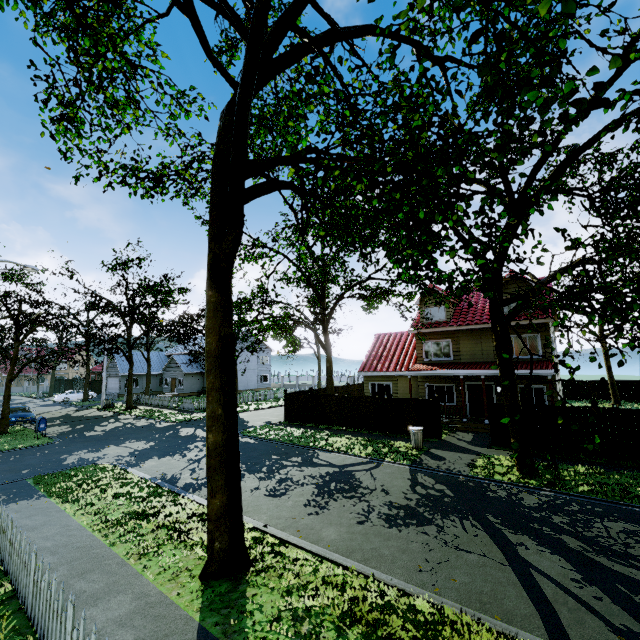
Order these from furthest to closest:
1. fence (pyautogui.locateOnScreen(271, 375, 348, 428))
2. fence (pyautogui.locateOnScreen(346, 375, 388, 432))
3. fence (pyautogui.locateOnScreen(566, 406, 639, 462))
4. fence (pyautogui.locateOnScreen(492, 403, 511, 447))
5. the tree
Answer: fence (pyautogui.locateOnScreen(271, 375, 348, 428))
fence (pyautogui.locateOnScreen(346, 375, 388, 432))
fence (pyautogui.locateOnScreen(492, 403, 511, 447))
fence (pyautogui.locateOnScreen(566, 406, 639, 462))
the tree

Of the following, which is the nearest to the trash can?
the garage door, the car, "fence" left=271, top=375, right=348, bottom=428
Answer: "fence" left=271, top=375, right=348, bottom=428

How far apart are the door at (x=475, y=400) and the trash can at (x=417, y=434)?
6.9 meters

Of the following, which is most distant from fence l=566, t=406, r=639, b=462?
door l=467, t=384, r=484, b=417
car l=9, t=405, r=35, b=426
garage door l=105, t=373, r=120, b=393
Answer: garage door l=105, t=373, r=120, b=393

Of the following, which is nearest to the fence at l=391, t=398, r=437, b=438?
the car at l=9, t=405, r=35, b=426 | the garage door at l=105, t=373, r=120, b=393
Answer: the car at l=9, t=405, r=35, b=426

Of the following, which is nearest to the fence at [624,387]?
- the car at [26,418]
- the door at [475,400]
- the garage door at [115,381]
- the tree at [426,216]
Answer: the tree at [426,216]

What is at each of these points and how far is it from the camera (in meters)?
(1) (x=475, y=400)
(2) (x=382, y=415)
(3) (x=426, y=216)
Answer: (1) door, 20.64
(2) fence, 19.14
(3) tree, 7.60

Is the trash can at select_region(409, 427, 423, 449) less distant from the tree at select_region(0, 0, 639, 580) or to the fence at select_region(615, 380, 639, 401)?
the fence at select_region(615, 380, 639, 401)
